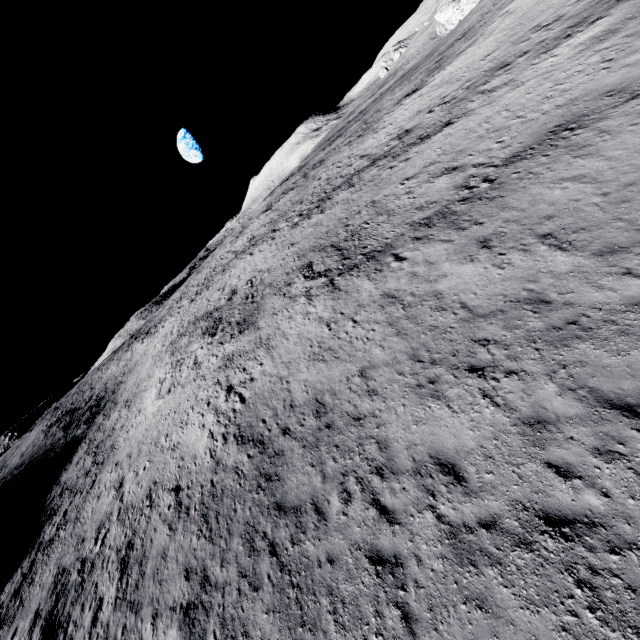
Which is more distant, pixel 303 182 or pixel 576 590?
pixel 303 182
